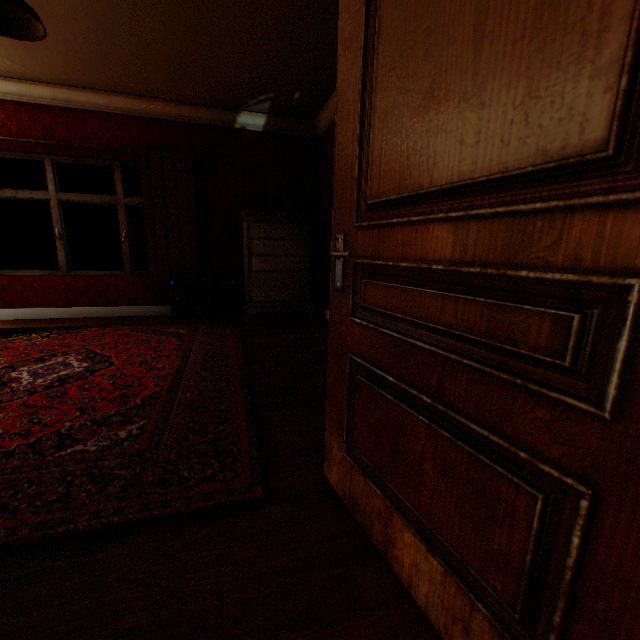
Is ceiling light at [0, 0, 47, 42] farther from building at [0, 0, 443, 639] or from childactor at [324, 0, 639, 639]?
childactor at [324, 0, 639, 639]

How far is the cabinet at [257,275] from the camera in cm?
480

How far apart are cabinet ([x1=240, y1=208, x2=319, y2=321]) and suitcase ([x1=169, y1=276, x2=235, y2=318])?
0.19m

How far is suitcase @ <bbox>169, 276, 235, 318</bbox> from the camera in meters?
5.0

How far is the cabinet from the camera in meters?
4.8 m

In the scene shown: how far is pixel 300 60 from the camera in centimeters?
359cm

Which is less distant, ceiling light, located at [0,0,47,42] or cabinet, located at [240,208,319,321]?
ceiling light, located at [0,0,47,42]

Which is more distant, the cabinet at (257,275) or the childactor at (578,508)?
the cabinet at (257,275)
